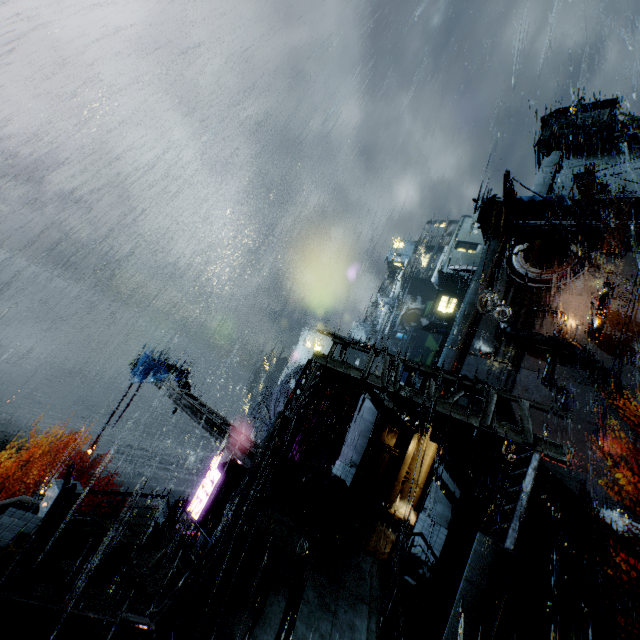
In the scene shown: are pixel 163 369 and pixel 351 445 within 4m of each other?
no

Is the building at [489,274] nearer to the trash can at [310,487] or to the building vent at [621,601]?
the trash can at [310,487]

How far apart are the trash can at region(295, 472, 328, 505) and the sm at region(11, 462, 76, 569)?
8.19m

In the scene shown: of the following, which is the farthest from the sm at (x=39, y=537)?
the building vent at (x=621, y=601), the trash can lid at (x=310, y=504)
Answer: the building vent at (x=621, y=601)

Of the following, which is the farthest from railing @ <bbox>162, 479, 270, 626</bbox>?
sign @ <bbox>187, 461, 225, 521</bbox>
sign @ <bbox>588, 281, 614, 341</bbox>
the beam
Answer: sign @ <bbox>588, 281, 614, 341</bbox>

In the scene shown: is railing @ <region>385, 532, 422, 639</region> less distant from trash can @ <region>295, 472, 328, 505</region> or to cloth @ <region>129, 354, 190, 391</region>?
trash can @ <region>295, 472, 328, 505</region>

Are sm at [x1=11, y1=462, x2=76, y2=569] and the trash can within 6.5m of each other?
no

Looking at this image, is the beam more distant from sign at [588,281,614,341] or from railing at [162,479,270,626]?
sign at [588,281,614,341]
